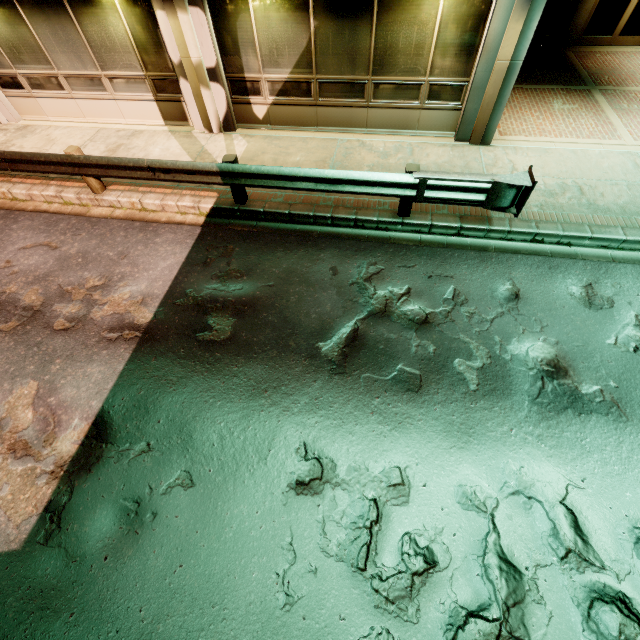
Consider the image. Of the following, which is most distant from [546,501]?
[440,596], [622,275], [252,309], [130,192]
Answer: [130,192]
